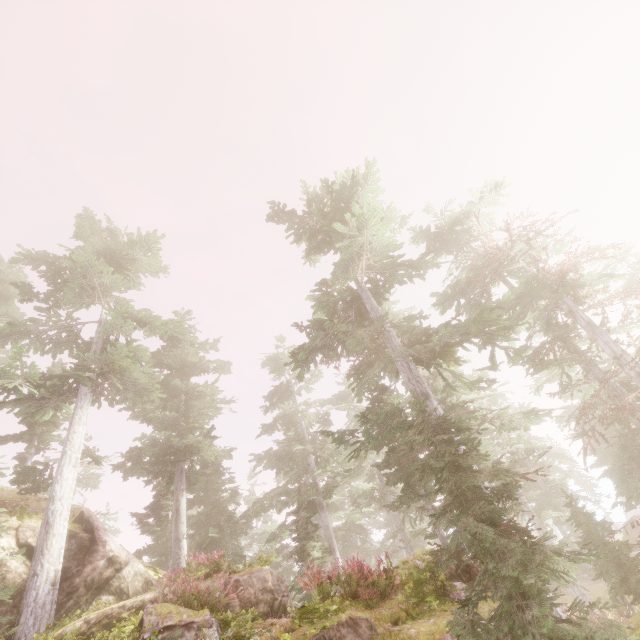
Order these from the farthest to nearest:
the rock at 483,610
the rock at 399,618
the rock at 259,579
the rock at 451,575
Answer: the rock at 259,579 → the rock at 451,575 → the rock at 483,610 → the rock at 399,618

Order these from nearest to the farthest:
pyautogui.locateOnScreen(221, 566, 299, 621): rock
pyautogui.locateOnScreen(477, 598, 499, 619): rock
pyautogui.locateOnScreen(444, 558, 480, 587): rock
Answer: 1. pyautogui.locateOnScreen(477, 598, 499, 619): rock
2. pyautogui.locateOnScreen(444, 558, 480, 587): rock
3. pyautogui.locateOnScreen(221, 566, 299, 621): rock

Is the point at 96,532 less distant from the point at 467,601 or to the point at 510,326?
the point at 467,601

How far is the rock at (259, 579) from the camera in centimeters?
1138cm

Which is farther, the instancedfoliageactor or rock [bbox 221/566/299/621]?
rock [bbox 221/566/299/621]

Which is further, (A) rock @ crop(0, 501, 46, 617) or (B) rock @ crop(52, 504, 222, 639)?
(A) rock @ crop(0, 501, 46, 617)
